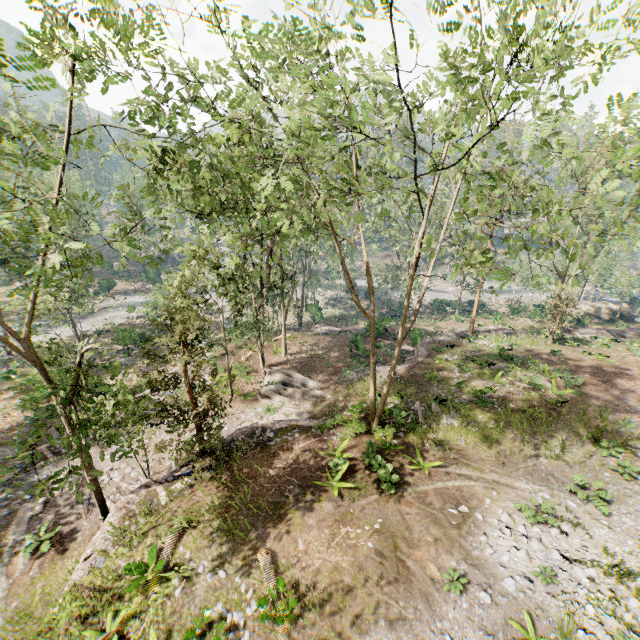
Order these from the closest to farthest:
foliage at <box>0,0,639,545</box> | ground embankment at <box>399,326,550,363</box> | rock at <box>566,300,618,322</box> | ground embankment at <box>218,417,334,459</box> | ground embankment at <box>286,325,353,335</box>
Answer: foliage at <box>0,0,639,545</box>
ground embankment at <box>218,417,334,459</box>
ground embankment at <box>399,326,550,363</box>
ground embankment at <box>286,325,353,335</box>
rock at <box>566,300,618,322</box>

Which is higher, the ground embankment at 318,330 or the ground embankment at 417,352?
the ground embankment at 417,352

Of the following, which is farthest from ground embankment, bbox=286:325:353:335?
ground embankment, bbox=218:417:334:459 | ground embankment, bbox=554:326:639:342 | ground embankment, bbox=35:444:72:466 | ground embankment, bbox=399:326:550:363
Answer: ground embankment, bbox=554:326:639:342

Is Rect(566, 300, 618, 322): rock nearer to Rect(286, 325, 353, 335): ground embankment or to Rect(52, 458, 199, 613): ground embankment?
Rect(286, 325, 353, 335): ground embankment

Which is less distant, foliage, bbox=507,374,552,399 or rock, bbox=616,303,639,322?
foliage, bbox=507,374,552,399

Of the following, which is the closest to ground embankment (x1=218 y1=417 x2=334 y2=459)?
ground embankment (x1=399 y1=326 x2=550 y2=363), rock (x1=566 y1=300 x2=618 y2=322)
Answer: ground embankment (x1=399 y1=326 x2=550 y2=363)

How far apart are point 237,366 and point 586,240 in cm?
3216

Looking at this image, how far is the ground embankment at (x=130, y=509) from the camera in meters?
11.6 m
